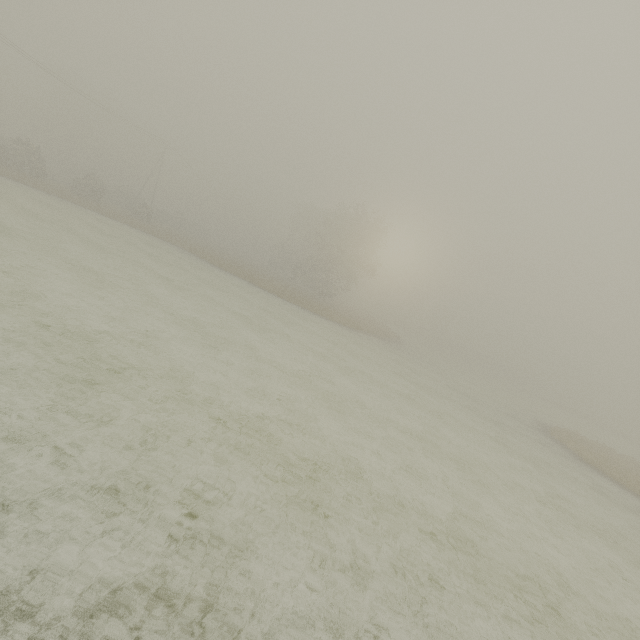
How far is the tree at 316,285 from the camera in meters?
41.6 m

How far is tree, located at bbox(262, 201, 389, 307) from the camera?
41.6m

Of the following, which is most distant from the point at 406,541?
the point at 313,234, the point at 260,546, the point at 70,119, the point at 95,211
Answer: the point at 70,119
